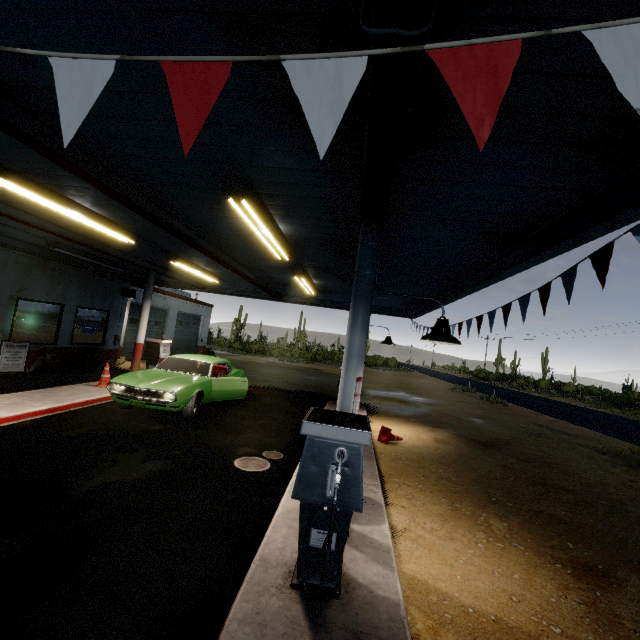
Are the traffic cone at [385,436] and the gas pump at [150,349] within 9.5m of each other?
yes

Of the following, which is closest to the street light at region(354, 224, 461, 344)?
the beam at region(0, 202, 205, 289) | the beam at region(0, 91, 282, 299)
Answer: the beam at region(0, 91, 282, 299)

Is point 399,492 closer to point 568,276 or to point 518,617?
point 518,617

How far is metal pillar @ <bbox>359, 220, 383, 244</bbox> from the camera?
4.1m

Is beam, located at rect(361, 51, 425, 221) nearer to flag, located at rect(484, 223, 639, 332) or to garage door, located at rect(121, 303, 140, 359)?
flag, located at rect(484, 223, 639, 332)

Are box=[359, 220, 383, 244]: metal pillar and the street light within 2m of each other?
yes

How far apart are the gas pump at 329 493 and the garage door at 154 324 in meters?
16.9 m

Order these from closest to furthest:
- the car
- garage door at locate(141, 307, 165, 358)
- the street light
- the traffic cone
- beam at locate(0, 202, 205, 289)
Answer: the street light
beam at locate(0, 202, 205, 289)
the car
the traffic cone
garage door at locate(141, 307, 165, 358)
